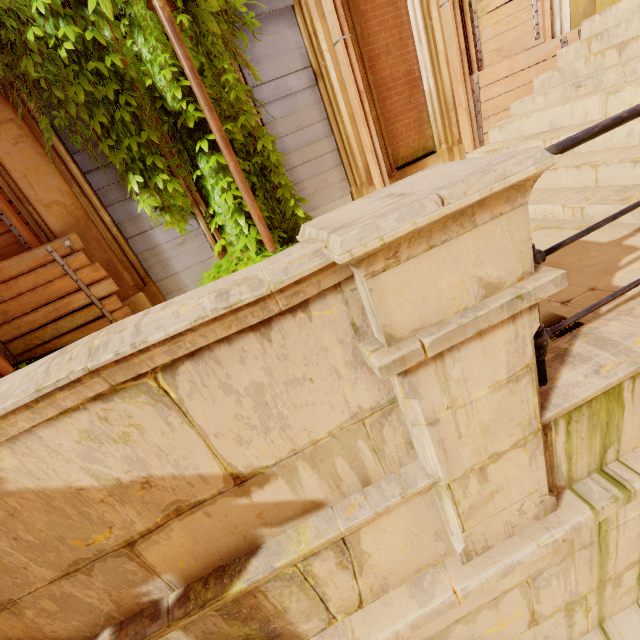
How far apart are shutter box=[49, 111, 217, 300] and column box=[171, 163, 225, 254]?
0.0 meters

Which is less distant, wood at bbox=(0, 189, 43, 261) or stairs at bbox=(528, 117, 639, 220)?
stairs at bbox=(528, 117, 639, 220)

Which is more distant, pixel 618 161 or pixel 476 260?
pixel 618 161

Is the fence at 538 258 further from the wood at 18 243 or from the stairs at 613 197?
the wood at 18 243

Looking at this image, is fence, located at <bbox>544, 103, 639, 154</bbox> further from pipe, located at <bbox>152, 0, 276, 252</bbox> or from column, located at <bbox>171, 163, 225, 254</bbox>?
column, located at <bbox>171, 163, 225, 254</bbox>

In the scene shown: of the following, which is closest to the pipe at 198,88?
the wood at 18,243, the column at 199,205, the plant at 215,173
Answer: the plant at 215,173

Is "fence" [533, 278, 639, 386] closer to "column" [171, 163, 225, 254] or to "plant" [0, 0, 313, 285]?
"plant" [0, 0, 313, 285]

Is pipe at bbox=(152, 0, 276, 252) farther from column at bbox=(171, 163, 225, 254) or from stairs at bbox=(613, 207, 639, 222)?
stairs at bbox=(613, 207, 639, 222)
